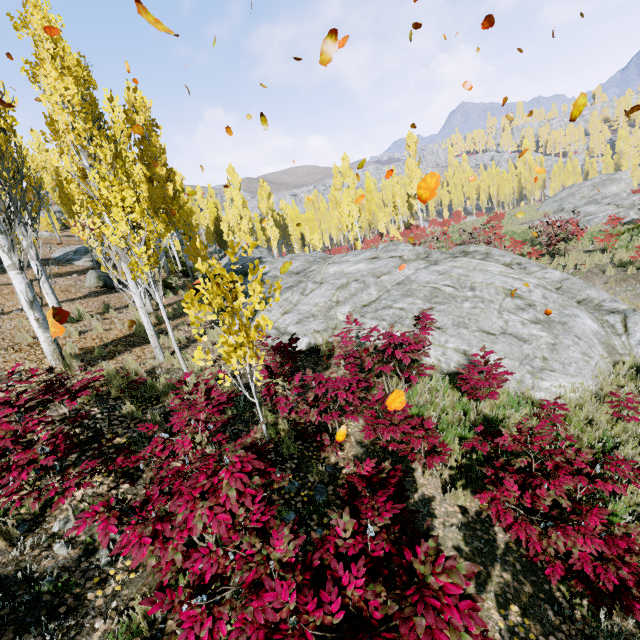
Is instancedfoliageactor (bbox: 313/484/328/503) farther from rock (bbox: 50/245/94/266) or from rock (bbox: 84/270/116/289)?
rock (bbox: 50/245/94/266)

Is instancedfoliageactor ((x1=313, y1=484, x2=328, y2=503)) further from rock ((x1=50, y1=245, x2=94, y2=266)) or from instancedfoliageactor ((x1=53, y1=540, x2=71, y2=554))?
rock ((x1=50, y1=245, x2=94, y2=266))

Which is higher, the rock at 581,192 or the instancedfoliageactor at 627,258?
the rock at 581,192

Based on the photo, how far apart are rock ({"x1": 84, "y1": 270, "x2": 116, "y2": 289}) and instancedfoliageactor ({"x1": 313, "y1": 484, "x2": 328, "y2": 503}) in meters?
13.8

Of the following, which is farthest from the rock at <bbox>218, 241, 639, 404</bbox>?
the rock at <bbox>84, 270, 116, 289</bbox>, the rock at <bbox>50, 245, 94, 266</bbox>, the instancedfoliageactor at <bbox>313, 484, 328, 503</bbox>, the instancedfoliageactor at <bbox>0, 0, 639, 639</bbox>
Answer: the rock at <bbox>84, 270, 116, 289</bbox>

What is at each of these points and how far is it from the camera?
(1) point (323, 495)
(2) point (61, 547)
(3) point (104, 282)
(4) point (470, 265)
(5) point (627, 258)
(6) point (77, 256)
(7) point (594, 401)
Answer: (1) instancedfoliageactor, 4.4 meters
(2) instancedfoliageactor, 3.3 meters
(3) rock, 14.3 meters
(4) rock, 11.9 meters
(5) instancedfoliageactor, 13.5 meters
(6) rock, 18.7 meters
(7) instancedfoliageactor, 6.4 meters

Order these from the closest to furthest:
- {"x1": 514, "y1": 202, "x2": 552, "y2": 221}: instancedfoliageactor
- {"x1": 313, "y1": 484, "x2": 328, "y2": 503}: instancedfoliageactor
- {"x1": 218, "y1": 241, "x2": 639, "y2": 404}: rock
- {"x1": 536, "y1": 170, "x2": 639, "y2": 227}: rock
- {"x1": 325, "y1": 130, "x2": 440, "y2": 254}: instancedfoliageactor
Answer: {"x1": 313, "y1": 484, "x2": 328, "y2": 503}: instancedfoliageactor
{"x1": 218, "y1": 241, "x2": 639, "y2": 404}: rock
{"x1": 536, "y1": 170, "x2": 639, "y2": 227}: rock
{"x1": 514, "y1": 202, "x2": 552, "y2": 221}: instancedfoliageactor
{"x1": 325, "y1": 130, "x2": 440, "y2": 254}: instancedfoliageactor

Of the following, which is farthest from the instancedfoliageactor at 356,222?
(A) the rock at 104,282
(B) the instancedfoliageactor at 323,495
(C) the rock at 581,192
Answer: (B) the instancedfoliageactor at 323,495
